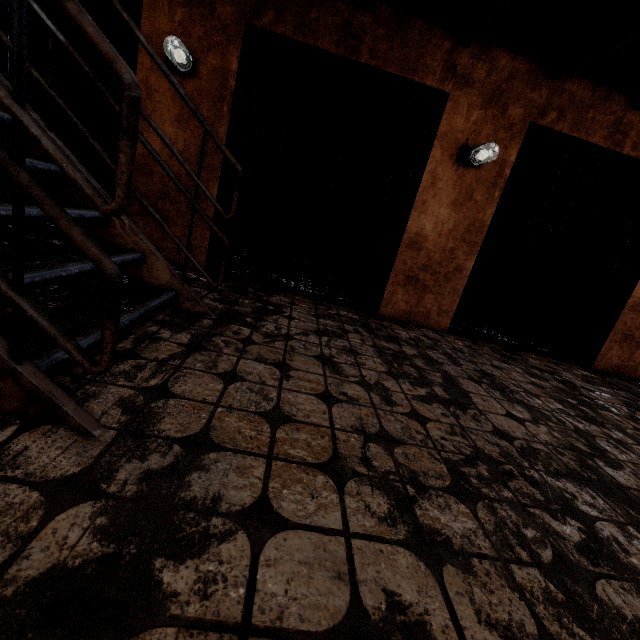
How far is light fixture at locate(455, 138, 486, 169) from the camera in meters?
3.3 m

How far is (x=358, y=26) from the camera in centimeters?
304cm

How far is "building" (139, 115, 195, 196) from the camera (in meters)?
3.20

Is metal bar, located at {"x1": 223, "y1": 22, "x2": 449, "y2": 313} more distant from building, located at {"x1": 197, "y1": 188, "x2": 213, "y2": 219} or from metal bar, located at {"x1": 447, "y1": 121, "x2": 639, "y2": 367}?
metal bar, located at {"x1": 447, "y1": 121, "x2": 639, "y2": 367}

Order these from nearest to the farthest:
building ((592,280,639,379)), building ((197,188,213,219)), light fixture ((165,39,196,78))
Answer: light fixture ((165,39,196,78)), building ((197,188,213,219)), building ((592,280,639,379))

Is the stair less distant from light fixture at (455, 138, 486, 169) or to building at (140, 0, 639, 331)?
building at (140, 0, 639, 331)

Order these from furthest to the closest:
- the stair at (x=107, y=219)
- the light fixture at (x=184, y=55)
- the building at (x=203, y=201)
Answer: the building at (x=203, y=201)
the light fixture at (x=184, y=55)
the stair at (x=107, y=219)

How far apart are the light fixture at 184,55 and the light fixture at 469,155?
2.7 meters
